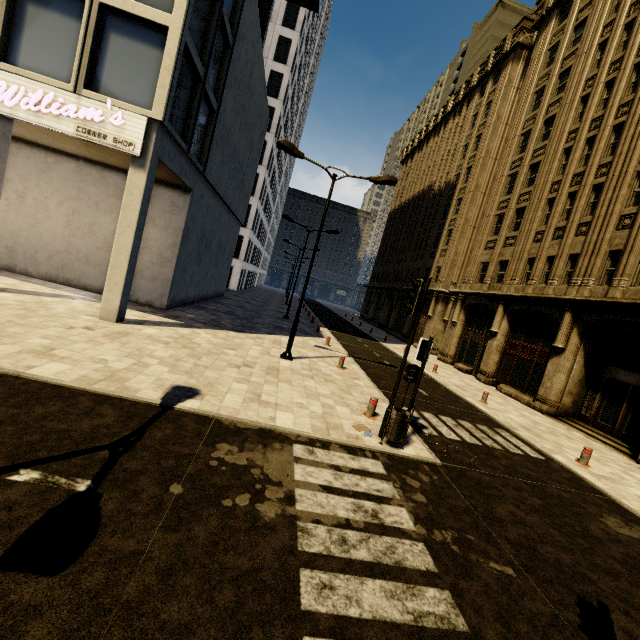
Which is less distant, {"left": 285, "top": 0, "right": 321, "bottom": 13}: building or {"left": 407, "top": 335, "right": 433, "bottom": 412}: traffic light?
{"left": 407, "top": 335, "right": 433, "bottom": 412}: traffic light

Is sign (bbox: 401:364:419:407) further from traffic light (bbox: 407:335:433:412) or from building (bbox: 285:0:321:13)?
building (bbox: 285:0:321:13)

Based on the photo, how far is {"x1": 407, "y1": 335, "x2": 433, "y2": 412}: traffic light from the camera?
7.6m

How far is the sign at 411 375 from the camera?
8.2m

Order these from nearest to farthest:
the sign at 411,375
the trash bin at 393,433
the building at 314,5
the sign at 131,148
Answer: the trash bin at 393,433 < the sign at 411,375 < the sign at 131,148 < the building at 314,5

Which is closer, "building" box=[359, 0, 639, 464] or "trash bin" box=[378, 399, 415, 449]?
"trash bin" box=[378, 399, 415, 449]

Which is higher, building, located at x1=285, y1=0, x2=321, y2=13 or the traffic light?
building, located at x1=285, y1=0, x2=321, y2=13

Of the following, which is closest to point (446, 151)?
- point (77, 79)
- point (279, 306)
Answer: point (279, 306)
